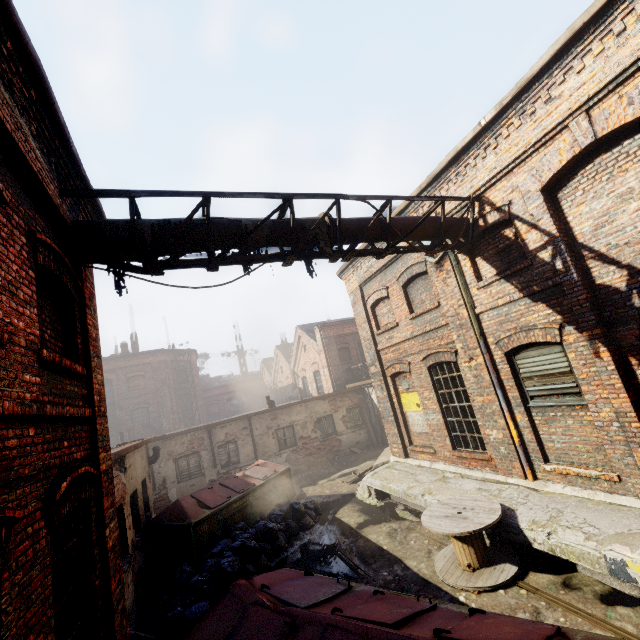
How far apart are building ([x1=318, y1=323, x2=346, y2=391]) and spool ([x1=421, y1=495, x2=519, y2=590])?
14.41m

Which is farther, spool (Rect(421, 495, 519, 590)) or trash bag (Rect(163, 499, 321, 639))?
trash bag (Rect(163, 499, 321, 639))

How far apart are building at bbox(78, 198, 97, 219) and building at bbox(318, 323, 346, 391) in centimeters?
1706cm

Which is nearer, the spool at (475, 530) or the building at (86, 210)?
the building at (86, 210)

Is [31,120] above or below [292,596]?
above

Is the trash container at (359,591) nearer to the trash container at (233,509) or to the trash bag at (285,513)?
the trash bag at (285,513)

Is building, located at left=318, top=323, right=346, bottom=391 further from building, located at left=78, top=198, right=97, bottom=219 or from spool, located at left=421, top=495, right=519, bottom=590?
building, located at left=78, top=198, right=97, bottom=219

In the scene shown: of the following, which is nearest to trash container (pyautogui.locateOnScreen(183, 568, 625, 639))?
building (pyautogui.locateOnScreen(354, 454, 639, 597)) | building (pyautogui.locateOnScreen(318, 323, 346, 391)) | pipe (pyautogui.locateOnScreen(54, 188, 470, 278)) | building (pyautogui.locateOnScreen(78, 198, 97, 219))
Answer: building (pyautogui.locateOnScreen(78, 198, 97, 219))
